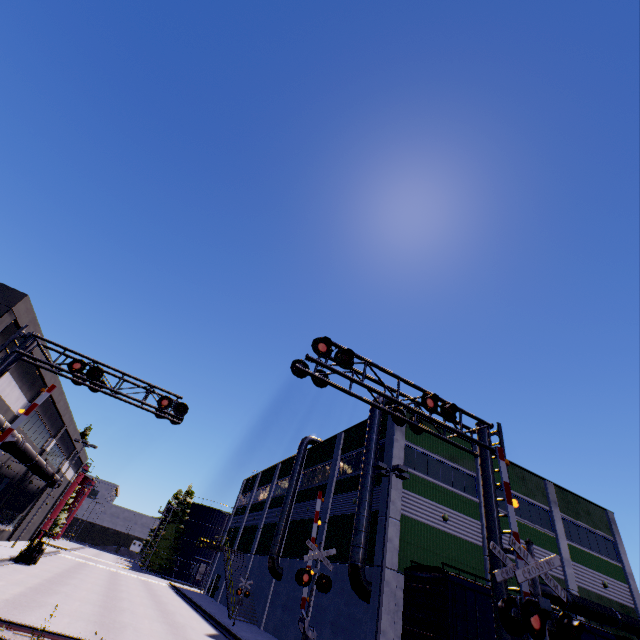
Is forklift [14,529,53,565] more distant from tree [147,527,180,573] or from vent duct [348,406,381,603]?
vent duct [348,406,381,603]

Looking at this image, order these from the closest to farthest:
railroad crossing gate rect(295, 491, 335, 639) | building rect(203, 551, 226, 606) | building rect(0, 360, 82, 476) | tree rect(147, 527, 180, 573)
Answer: railroad crossing gate rect(295, 491, 335, 639) → building rect(0, 360, 82, 476) → building rect(203, 551, 226, 606) → tree rect(147, 527, 180, 573)

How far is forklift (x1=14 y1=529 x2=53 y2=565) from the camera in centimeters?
2427cm

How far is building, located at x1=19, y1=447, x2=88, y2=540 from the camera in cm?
4008

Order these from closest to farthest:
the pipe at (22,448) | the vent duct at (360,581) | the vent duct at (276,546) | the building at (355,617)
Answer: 1. the vent duct at (360,581)
2. the building at (355,617)
3. the pipe at (22,448)
4. the vent duct at (276,546)

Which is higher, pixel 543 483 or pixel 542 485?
pixel 543 483

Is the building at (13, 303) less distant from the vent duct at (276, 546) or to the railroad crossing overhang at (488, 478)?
the vent duct at (276, 546)

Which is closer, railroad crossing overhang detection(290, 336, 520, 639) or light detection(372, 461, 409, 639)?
railroad crossing overhang detection(290, 336, 520, 639)
